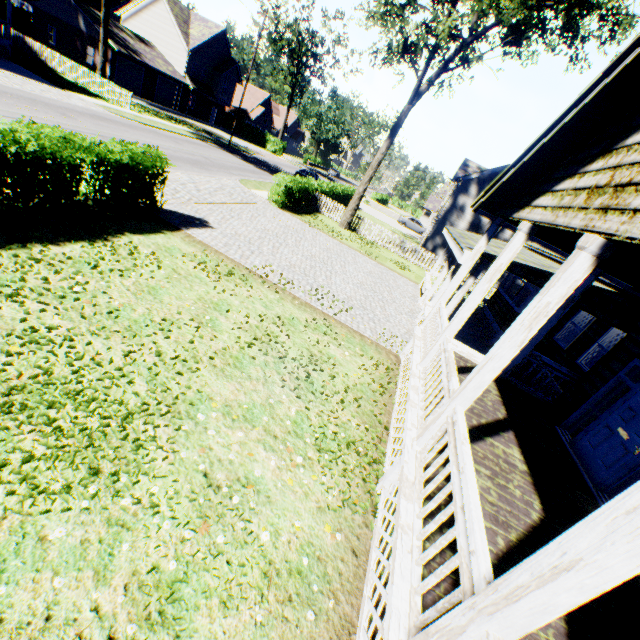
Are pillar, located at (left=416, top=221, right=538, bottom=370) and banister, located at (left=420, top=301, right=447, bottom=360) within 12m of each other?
yes

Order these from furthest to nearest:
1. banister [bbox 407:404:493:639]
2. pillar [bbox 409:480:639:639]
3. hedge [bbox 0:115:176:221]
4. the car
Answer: the car, hedge [bbox 0:115:176:221], banister [bbox 407:404:493:639], pillar [bbox 409:480:639:639]

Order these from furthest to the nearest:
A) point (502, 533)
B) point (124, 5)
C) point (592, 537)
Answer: point (124, 5)
point (502, 533)
point (592, 537)

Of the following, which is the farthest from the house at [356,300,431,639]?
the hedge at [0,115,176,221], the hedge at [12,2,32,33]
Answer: the hedge at [12,2,32,33]

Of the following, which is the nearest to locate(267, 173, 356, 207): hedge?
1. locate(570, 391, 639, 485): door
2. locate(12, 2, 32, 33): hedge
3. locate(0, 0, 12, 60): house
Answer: locate(570, 391, 639, 485): door

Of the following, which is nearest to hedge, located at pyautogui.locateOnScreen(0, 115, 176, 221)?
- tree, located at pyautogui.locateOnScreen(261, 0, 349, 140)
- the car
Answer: tree, located at pyautogui.locateOnScreen(261, 0, 349, 140)

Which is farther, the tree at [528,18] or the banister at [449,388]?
the tree at [528,18]

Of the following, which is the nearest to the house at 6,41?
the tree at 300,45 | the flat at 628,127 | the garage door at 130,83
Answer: the garage door at 130,83
